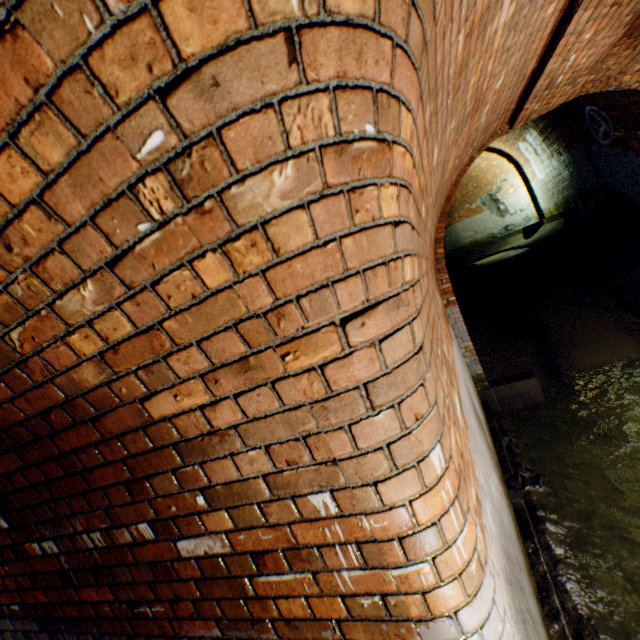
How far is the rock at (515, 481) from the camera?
3.5m

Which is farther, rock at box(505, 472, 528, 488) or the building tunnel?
rock at box(505, 472, 528, 488)

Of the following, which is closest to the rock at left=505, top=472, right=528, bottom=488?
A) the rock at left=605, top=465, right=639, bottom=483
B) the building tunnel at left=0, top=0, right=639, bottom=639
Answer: the building tunnel at left=0, top=0, right=639, bottom=639

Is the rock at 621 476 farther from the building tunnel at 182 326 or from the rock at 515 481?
the rock at 515 481

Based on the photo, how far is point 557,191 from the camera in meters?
11.0 m

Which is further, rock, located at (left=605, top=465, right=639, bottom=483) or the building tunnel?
rock, located at (left=605, top=465, right=639, bottom=483)

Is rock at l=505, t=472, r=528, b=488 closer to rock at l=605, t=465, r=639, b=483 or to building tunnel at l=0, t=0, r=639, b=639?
building tunnel at l=0, t=0, r=639, b=639

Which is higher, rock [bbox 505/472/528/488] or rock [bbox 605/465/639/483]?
rock [bbox 505/472/528/488]
